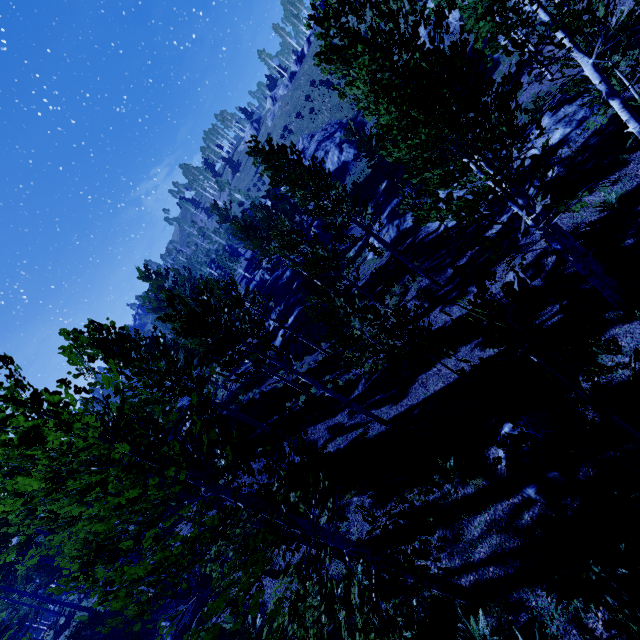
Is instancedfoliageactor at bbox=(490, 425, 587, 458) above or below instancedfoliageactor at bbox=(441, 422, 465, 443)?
above

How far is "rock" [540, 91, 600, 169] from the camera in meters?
12.9

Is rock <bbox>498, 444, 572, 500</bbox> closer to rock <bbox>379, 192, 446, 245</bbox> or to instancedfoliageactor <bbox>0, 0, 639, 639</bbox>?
instancedfoliageactor <bbox>0, 0, 639, 639</bbox>

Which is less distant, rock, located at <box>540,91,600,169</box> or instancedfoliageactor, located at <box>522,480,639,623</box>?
instancedfoliageactor, located at <box>522,480,639,623</box>

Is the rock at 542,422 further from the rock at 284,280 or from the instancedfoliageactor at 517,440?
the rock at 284,280

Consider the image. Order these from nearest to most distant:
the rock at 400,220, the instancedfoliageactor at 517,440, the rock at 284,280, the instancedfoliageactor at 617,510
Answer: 1. the instancedfoliageactor at 517,440
2. the instancedfoliageactor at 617,510
3. the rock at 400,220
4. the rock at 284,280

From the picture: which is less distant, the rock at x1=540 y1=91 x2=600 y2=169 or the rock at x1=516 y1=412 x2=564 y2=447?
the rock at x1=516 y1=412 x2=564 y2=447

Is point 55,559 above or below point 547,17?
above
